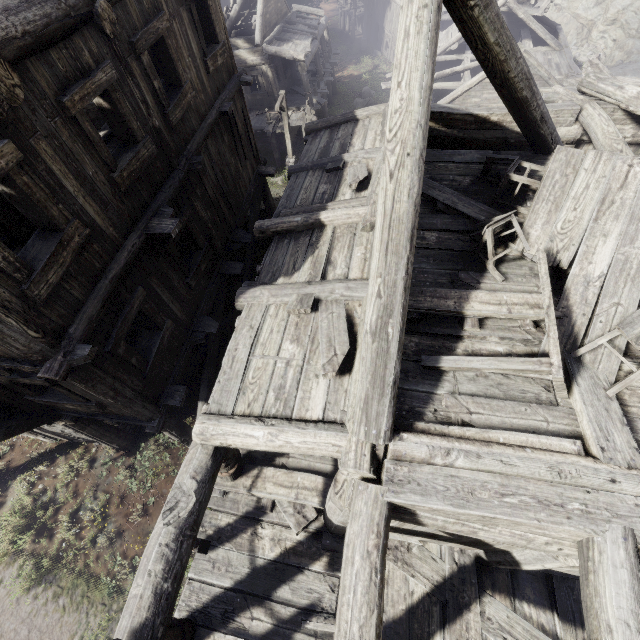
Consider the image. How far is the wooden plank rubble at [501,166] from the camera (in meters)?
5.75

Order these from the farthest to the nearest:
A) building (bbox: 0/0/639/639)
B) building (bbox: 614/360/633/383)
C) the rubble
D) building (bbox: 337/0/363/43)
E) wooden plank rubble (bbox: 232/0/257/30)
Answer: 1. building (bbox: 337/0/363/43)
2. the rubble
3. wooden plank rubble (bbox: 232/0/257/30)
4. building (bbox: 614/360/633/383)
5. building (bbox: 0/0/639/639)

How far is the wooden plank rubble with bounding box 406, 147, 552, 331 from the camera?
4.3 meters

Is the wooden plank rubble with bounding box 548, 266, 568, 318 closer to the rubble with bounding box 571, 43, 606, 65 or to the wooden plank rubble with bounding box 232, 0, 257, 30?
the wooden plank rubble with bounding box 232, 0, 257, 30

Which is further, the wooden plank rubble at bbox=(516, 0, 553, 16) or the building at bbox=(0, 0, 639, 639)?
the wooden plank rubble at bbox=(516, 0, 553, 16)

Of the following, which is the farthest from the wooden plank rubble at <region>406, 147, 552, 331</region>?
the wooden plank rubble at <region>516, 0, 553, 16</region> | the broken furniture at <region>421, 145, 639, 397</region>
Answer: the wooden plank rubble at <region>516, 0, 553, 16</region>

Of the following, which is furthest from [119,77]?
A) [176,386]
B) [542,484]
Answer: [542,484]

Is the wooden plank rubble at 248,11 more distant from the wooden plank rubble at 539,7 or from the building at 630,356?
the wooden plank rubble at 539,7
